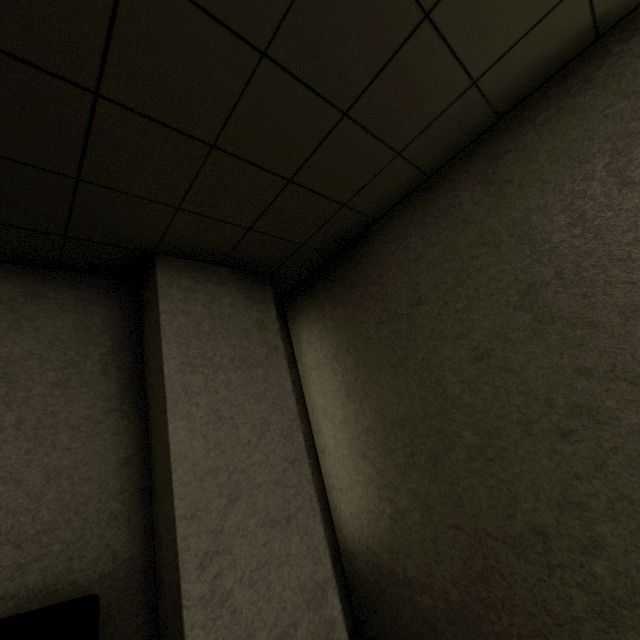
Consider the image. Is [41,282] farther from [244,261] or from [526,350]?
[526,350]
